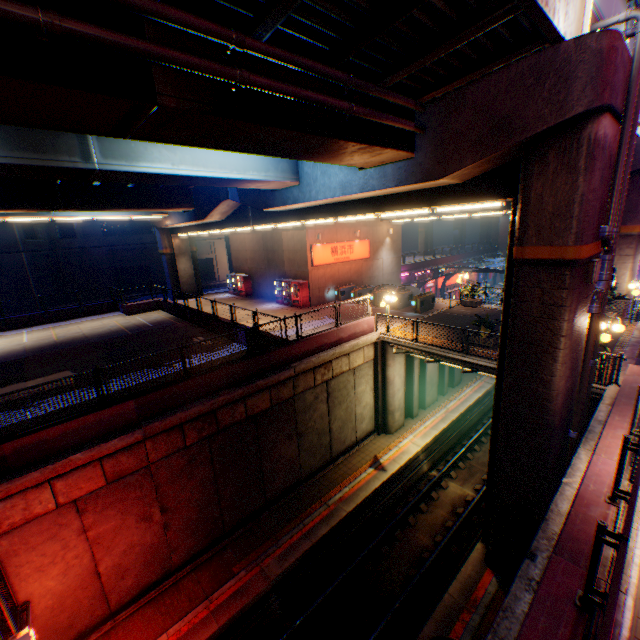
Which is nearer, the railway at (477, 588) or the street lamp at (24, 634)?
the street lamp at (24, 634)

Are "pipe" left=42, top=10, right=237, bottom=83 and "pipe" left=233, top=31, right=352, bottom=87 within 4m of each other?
yes

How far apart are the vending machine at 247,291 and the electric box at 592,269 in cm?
2627

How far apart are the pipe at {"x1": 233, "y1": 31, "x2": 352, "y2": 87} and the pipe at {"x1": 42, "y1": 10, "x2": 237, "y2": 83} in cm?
30

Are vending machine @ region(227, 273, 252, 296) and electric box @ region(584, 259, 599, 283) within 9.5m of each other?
no

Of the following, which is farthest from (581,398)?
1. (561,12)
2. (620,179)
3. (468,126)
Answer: (561,12)

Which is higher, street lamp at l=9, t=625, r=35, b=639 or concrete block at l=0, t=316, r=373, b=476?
concrete block at l=0, t=316, r=373, b=476

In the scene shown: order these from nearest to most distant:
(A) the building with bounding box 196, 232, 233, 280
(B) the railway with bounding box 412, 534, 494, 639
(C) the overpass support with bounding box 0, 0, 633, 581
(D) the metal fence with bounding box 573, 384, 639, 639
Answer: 1. (D) the metal fence with bounding box 573, 384, 639, 639
2. (C) the overpass support with bounding box 0, 0, 633, 581
3. (B) the railway with bounding box 412, 534, 494, 639
4. (A) the building with bounding box 196, 232, 233, 280
